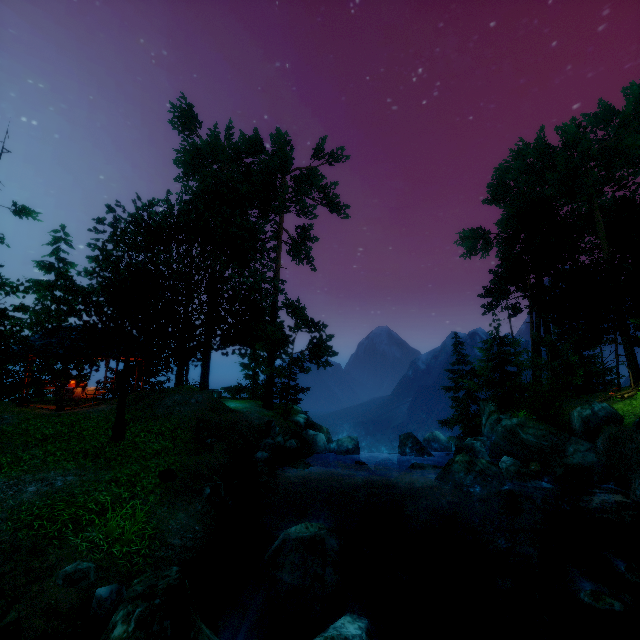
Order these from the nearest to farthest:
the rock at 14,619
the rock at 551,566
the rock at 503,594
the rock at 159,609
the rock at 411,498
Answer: the rock at 159,609
the rock at 14,619
the rock at 551,566
the rock at 503,594
the rock at 411,498

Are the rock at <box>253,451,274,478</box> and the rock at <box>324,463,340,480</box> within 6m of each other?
yes

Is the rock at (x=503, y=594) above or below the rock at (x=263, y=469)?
below

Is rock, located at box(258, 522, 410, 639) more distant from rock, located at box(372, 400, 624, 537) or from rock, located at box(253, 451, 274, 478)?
rock, located at box(253, 451, 274, 478)

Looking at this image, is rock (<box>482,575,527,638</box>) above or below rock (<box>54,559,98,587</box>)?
below

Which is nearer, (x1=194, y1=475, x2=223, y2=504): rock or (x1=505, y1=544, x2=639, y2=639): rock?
(x1=505, y1=544, x2=639, y2=639): rock

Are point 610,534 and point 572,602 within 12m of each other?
yes

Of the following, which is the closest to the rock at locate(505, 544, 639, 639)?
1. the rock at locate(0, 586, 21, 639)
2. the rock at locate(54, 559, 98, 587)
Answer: the rock at locate(0, 586, 21, 639)
